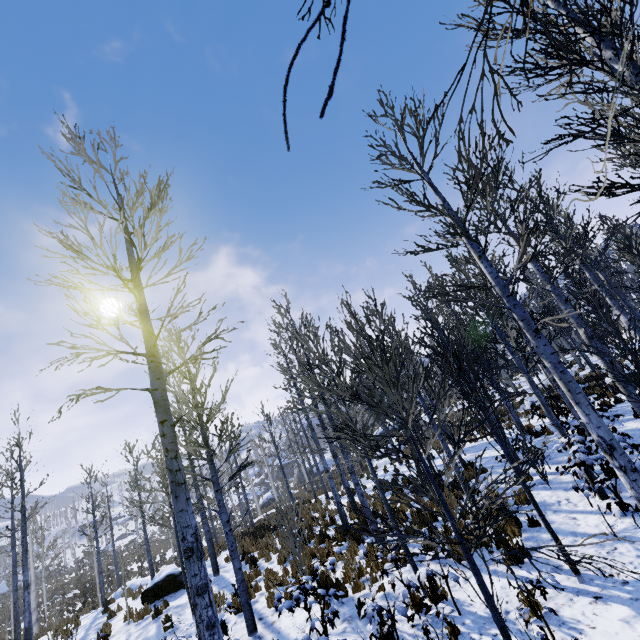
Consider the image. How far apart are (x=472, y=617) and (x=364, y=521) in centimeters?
601cm
